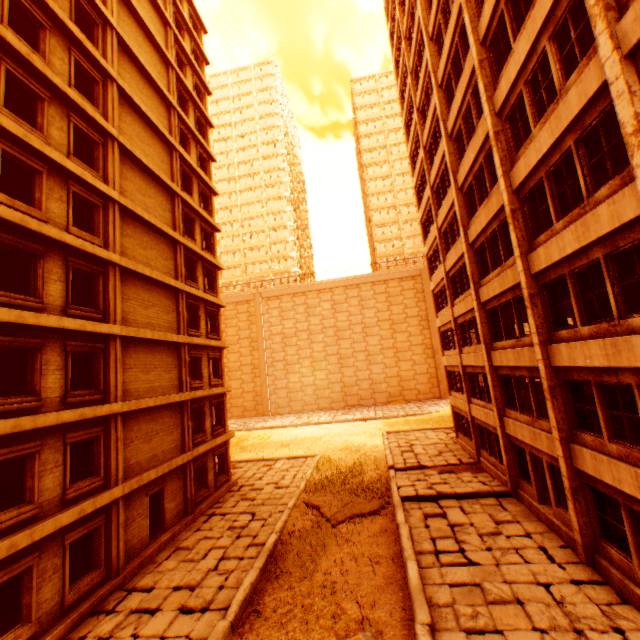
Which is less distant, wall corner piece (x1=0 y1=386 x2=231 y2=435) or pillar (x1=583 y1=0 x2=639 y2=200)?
pillar (x1=583 y1=0 x2=639 y2=200)

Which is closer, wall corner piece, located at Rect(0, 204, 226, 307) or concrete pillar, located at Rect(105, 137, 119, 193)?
wall corner piece, located at Rect(0, 204, 226, 307)

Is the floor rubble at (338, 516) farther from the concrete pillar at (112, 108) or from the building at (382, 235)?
the building at (382, 235)

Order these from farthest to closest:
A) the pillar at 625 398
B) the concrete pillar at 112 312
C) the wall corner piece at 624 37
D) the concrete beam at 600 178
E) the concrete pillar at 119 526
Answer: the pillar at 625 398, the concrete pillar at 112 312, the concrete pillar at 119 526, the concrete beam at 600 178, the wall corner piece at 624 37

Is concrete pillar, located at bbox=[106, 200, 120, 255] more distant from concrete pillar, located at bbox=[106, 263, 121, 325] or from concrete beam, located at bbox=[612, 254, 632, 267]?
concrete beam, located at bbox=[612, 254, 632, 267]

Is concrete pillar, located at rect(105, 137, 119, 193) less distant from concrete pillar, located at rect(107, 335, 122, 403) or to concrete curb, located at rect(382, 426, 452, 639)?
concrete pillar, located at rect(107, 335, 122, 403)

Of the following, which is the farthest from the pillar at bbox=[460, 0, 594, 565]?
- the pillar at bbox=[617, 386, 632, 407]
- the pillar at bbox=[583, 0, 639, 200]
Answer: the pillar at bbox=[617, 386, 632, 407]

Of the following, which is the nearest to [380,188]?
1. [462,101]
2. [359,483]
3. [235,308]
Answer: [235,308]
